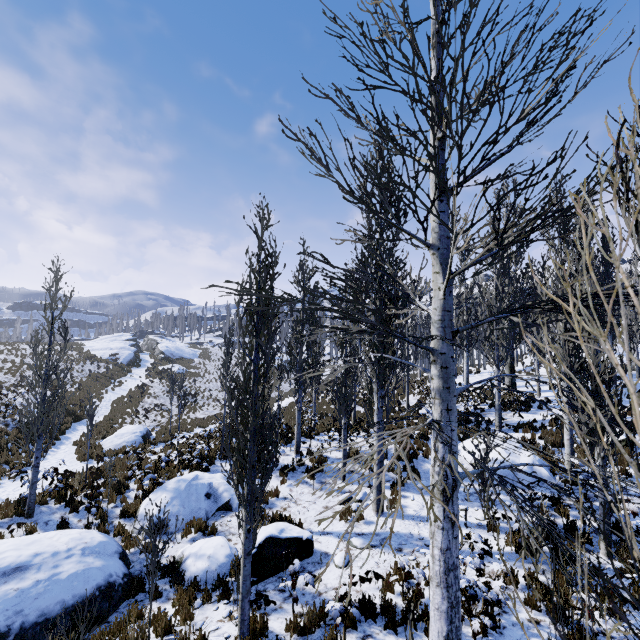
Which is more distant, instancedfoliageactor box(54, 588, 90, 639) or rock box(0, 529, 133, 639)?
rock box(0, 529, 133, 639)

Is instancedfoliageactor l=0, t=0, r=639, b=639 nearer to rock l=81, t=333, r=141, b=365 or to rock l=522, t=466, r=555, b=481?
rock l=522, t=466, r=555, b=481

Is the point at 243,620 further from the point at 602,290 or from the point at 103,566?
the point at 602,290

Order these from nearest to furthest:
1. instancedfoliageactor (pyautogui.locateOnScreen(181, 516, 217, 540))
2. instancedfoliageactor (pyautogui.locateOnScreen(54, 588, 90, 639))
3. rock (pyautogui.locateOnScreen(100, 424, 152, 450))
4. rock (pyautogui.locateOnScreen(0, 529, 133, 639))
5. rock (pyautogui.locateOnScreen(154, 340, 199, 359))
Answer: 1. instancedfoliageactor (pyautogui.locateOnScreen(54, 588, 90, 639))
2. rock (pyautogui.locateOnScreen(0, 529, 133, 639))
3. instancedfoliageactor (pyautogui.locateOnScreen(181, 516, 217, 540))
4. rock (pyautogui.locateOnScreen(100, 424, 152, 450))
5. rock (pyautogui.locateOnScreen(154, 340, 199, 359))

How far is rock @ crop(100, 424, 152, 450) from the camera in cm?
1706

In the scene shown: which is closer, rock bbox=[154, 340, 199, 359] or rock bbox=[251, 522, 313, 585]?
rock bbox=[251, 522, 313, 585]

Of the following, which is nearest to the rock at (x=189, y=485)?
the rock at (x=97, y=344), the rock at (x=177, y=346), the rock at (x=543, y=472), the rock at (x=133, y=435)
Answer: the rock at (x=133, y=435)

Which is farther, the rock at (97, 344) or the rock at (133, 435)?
the rock at (97, 344)
